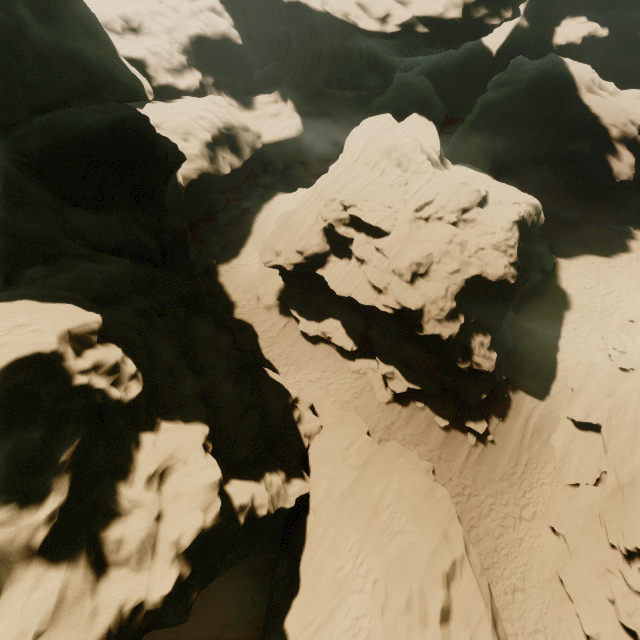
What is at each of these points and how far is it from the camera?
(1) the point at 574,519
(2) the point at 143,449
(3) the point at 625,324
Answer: (1) rock, 14.1m
(2) rock, 7.8m
(3) rock, 19.6m

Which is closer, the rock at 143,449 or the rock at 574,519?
the rock at 143,449

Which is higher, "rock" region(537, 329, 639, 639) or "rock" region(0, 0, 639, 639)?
"rock" region(0, 0, 639, 639)

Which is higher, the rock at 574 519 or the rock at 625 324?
the rock at 625 324

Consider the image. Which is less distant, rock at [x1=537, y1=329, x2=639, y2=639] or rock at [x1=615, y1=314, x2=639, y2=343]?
rock at [x1=537, y1=329, x2=639, y2=639]

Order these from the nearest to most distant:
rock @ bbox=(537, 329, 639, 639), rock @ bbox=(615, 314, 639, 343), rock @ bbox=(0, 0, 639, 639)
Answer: rock @ bbox=(0, 0, 639, 639), rock @ bbox=(537, 329, 639, 639), rock @ bbox=(615, 314, 639, 343)
